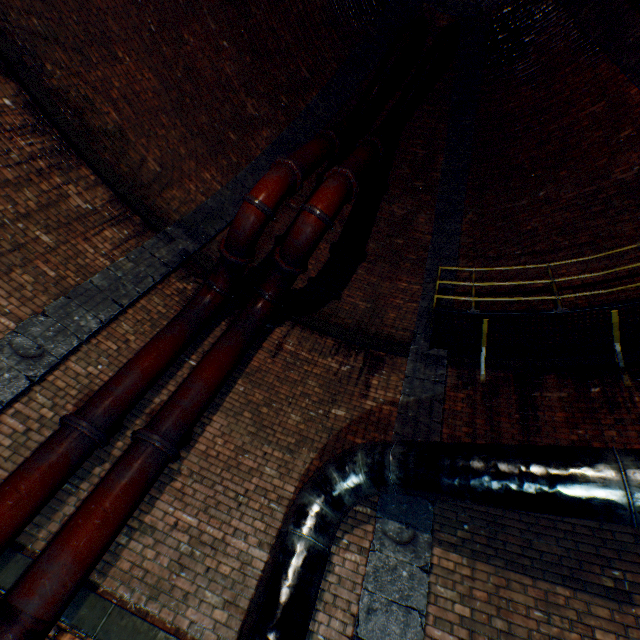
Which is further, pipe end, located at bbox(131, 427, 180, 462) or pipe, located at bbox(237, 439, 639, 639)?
pipe end, located at bbox(131, 427, 180, 462)

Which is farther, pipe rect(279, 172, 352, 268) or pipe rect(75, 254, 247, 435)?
pipe rect(279, 172, 352, 268)

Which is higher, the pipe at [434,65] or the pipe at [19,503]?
the pipe at [434,65]

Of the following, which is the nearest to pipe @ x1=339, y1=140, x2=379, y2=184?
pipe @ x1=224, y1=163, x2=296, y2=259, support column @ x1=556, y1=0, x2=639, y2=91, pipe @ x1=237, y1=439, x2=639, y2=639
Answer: pipe @ x1=224, y1=163, x2=296, y2=259

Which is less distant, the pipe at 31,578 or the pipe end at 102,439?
the pipe at 31,578

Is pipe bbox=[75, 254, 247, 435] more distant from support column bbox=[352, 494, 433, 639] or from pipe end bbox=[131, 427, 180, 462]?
support column bbox=[352, 494, 433, 639]

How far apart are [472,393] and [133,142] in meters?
8.2

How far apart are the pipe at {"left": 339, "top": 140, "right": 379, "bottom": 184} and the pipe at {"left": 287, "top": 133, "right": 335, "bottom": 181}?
0.4 meters
